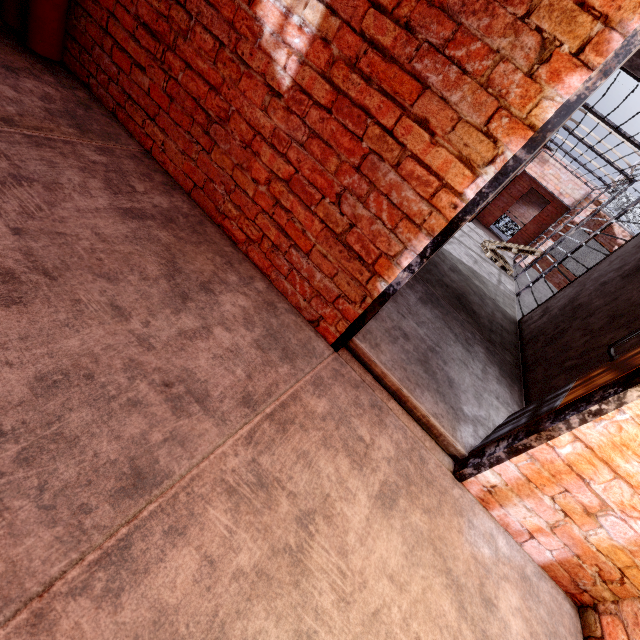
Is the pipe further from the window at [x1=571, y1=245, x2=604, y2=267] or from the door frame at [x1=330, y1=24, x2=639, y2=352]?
the window at [x1=571, y1=245, x2=604, y2=267]

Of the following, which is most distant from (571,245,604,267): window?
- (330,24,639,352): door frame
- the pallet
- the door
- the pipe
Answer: the pipe

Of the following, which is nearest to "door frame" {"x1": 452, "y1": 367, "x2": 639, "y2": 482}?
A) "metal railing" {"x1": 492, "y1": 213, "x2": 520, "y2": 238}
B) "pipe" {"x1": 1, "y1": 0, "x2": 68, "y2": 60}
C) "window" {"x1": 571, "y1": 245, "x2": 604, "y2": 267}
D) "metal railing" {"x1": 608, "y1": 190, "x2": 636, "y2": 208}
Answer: "pipe" {"x1": 1, "y1": 0, "x2": 68, "y2": 60}

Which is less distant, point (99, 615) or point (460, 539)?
point (99, 615)

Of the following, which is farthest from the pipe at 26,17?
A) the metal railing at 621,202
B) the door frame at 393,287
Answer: the metal railing at 621,202

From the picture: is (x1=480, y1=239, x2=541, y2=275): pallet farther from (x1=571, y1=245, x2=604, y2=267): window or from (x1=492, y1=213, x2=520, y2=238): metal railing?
(x1=492, y1=213, x2=520, y2=238): metal railing

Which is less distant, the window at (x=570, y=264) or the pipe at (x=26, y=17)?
the pipe at (x=26, y=17)

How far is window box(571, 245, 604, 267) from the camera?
13.00m
